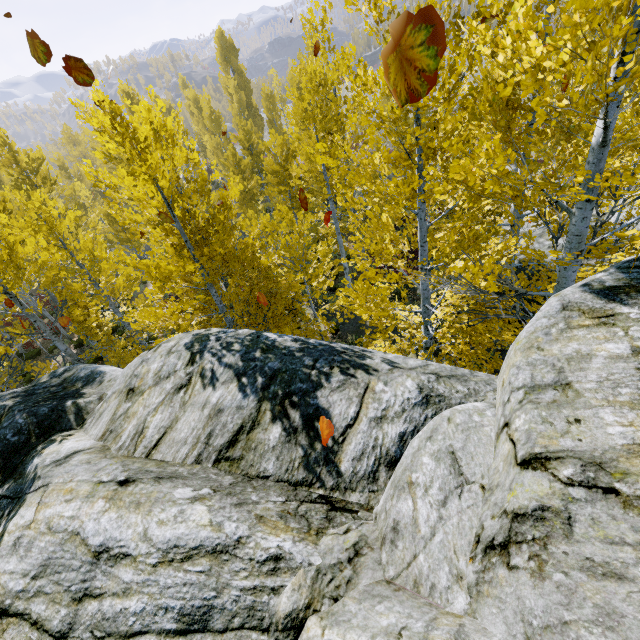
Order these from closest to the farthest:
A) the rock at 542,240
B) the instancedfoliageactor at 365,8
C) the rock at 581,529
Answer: the rock at 581,529, the instancedfoliageactor at 365,8, the rock at 542,240

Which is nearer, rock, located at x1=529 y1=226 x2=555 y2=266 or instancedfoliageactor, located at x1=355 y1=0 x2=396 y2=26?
instancedfoliageactor, located at x1=355 y1=0 x2=396 y2=26

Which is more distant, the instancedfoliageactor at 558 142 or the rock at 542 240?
the rock at 542 240

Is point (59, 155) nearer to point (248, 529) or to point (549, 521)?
point (248, 529)

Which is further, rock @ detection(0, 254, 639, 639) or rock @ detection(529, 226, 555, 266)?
rock @ detection(529, 226, 555, 266)

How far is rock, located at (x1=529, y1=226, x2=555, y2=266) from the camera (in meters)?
11.82

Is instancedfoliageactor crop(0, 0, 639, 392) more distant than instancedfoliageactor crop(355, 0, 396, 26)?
No
